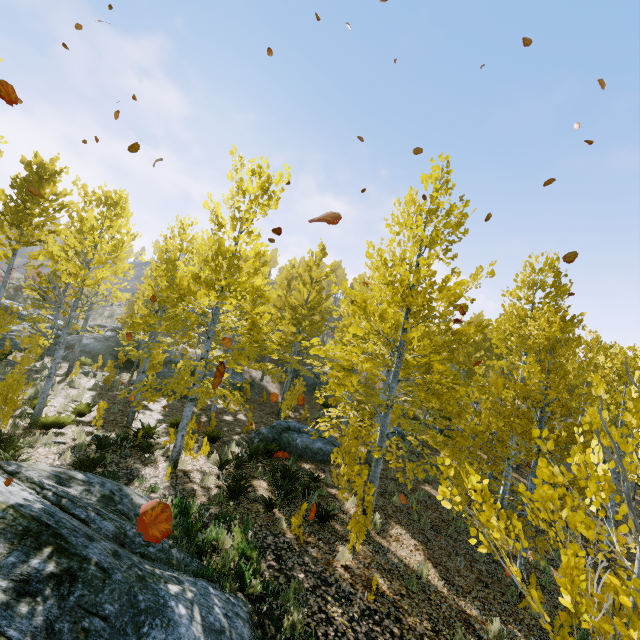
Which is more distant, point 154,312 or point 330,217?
point 154,312

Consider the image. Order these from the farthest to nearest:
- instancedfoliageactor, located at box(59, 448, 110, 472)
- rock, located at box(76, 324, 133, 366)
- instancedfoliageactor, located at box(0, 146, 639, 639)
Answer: rock, located at box(76, 324, 133, 366), instancedfoliageactor, located at box(59, 448, 110, 472), instancedfoliageactor, located at box(0, 146, 639, 639)

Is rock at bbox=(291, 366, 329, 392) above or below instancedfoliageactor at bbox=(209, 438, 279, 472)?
above

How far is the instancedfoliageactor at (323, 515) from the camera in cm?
764

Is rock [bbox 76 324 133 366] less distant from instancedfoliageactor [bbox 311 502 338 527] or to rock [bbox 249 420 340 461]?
instancedfoliageactor [bbox 311 502 338 527]

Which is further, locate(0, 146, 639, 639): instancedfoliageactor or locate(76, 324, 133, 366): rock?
locate(76, 324, 133, 366): rock

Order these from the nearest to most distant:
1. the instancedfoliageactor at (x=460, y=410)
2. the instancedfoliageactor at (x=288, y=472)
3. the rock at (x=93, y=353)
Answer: the instancedfoliageactor at (x=460, y=410)
the instancedfoliageactor at (x=288, y=472)
the rock at (x=93, y=353)

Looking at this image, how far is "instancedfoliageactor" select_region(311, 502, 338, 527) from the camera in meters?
7.6
